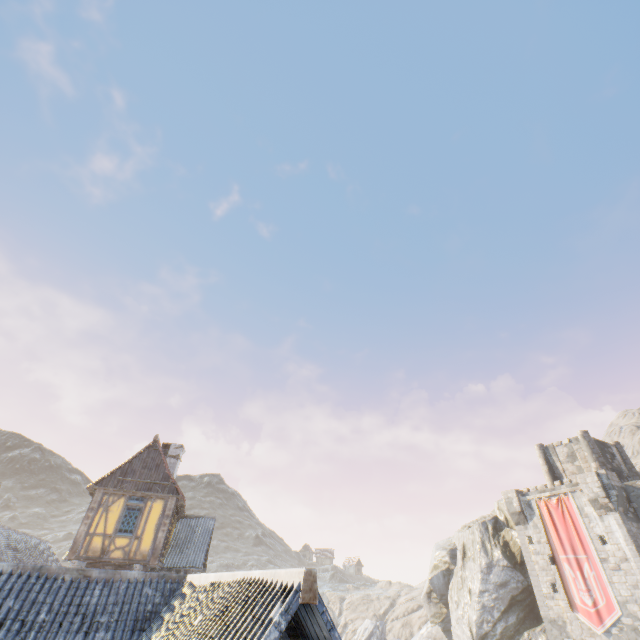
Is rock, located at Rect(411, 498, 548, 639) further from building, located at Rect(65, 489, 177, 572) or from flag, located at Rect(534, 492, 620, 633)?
flag, located at Rect(534, 492, 620, 633)

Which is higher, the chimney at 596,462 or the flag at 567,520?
the chimney at 596,462

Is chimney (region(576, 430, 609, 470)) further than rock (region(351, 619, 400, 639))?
No

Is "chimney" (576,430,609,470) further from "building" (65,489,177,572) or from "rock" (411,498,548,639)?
"building" (65,489,177,572)

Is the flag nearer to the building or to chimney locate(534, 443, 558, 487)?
the building

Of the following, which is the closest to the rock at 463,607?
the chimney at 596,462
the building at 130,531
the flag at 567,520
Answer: the building at 130,531

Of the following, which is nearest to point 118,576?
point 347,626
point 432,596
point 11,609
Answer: point 11,609
